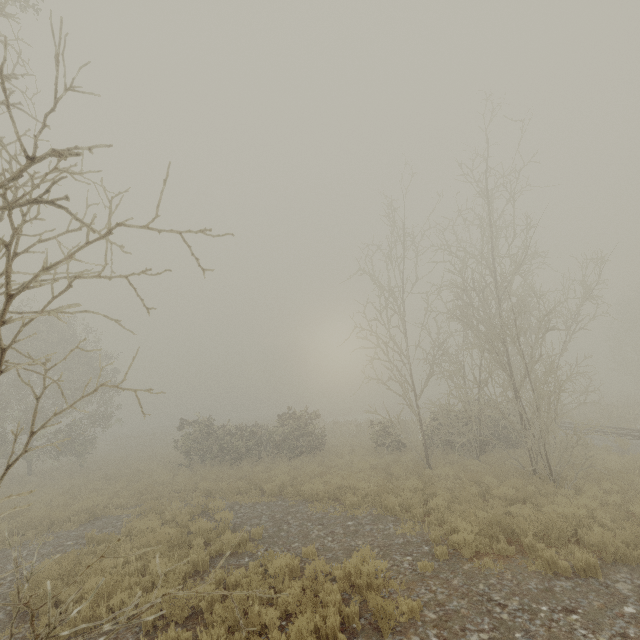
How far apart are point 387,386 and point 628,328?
36.9m
